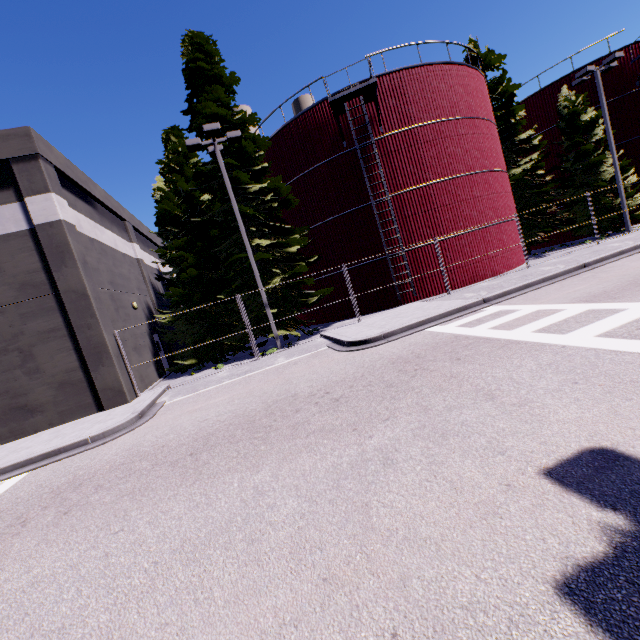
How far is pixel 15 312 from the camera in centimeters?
1205cm

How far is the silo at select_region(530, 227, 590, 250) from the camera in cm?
2632

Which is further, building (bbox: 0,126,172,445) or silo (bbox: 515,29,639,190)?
silo (bbox: 515,29,639,190)

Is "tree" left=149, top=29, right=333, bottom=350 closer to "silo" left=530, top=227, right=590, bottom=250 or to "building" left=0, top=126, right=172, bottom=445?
→ "building" left=0, top=126, right=172, bottom=445

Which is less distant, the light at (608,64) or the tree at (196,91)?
the tree at (196,91)

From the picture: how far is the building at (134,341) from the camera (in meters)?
14.79

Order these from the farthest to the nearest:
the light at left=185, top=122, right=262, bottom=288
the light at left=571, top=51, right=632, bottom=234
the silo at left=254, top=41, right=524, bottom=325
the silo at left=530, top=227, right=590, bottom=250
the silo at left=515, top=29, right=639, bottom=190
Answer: the silo at left=530, top=227, right=590, bottom=250 < the silo at left=515, top=29, right=639, bottom=190 < the light at left=571, top=51, right=632, bottom=234 < the silo at left=254, top=41, right=524, bottom=325 < the light at left=185, top=122, right=262, bottom=288

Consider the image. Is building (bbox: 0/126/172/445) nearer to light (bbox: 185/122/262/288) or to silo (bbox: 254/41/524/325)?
silo (bbox: 254/41/524/325)
